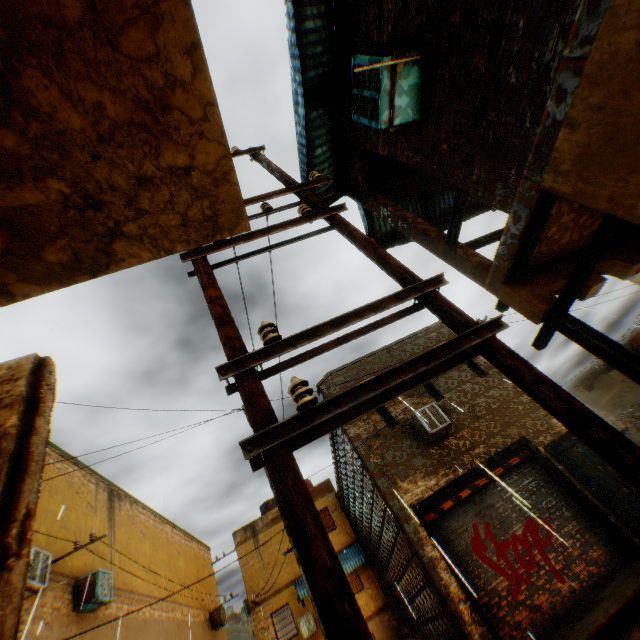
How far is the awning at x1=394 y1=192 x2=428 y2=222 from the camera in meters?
8.4

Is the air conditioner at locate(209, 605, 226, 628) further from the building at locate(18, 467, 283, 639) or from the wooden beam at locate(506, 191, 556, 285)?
the wooden beam at locate(506, 191, 556, 285)

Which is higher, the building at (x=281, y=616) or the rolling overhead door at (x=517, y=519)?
the building at (x=281, y=616)

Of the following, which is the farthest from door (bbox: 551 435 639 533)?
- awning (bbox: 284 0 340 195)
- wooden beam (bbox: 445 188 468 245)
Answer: wooden beam (bbox: 445 188 468 245)

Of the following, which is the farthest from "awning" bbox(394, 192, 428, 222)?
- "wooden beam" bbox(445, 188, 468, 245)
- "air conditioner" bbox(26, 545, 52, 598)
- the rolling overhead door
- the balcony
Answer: "air conditioner" bbox(26, 545, 52, 598)

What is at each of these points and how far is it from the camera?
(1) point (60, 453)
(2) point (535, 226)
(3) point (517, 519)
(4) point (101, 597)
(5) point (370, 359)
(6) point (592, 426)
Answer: (1) building, 12.0m
(2) wooden beam, 4.0m
(3) rolling overhead door, 8.8m
(4) air conditioner, 10.0m
(5) building, 12.8m
(6) electric pole, 1.9m

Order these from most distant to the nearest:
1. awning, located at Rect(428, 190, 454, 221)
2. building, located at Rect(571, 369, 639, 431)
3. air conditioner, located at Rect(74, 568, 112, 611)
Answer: building, located at Rect(571, 369, 639, 431), air conditioner, located at Rect(74, 568, 112, 611), awning, located at Rect(428, 190, 454, 221)

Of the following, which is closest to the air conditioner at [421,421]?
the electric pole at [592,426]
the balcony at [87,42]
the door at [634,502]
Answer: the door at [634,502]
